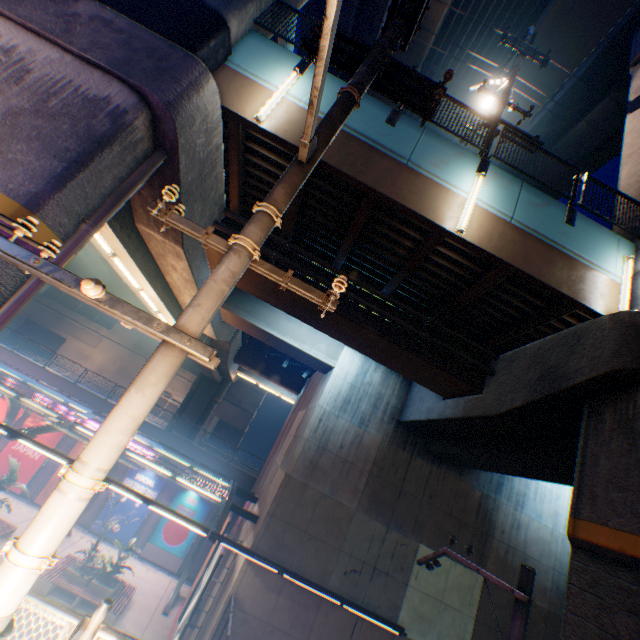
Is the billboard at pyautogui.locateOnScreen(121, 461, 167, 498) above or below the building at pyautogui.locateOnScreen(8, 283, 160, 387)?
below

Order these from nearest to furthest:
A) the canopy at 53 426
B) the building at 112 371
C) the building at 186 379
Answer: the canopy at 53 426, the building at 112 371, the building at 186 379

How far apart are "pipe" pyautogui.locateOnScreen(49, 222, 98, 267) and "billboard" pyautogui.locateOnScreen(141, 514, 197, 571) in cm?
2034

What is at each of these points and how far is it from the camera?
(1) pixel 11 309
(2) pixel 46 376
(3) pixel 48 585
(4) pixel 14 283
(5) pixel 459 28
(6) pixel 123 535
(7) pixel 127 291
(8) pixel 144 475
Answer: (1) pipe, 4.97m
(2) concrete block, 22.70m
(3) bench, 14.08m
(4) overpass support, 5.18m
(5) overpass support, 16.73m
(6) billboard, 20.61m
(7) overpass support, 24.97m
(8) billboard, 21.86m

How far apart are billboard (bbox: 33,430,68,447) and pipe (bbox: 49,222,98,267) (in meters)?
21.34

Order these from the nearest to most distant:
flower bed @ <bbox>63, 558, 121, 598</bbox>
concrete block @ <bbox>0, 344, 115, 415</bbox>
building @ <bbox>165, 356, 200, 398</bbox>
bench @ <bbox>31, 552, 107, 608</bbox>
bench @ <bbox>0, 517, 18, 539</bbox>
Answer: bench @ <bbox>31, 552, 107, 608</bbox>, flower bed @ <bbox>63, 558, 121, 598</bbox>, bench @ <bbox>0, 517, 18, 539</bbox>, concrete block @ <bbox>0, 344, 115, 415</bbox>, building @ <bbox>165, 356, 200, 398</bbox>

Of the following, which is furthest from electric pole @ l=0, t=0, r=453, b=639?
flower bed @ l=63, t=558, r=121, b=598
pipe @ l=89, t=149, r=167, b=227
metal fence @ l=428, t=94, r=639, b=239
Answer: flower bed @ l=63, t=558, r=121, b=598

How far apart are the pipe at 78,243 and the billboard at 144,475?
20.2 meters
